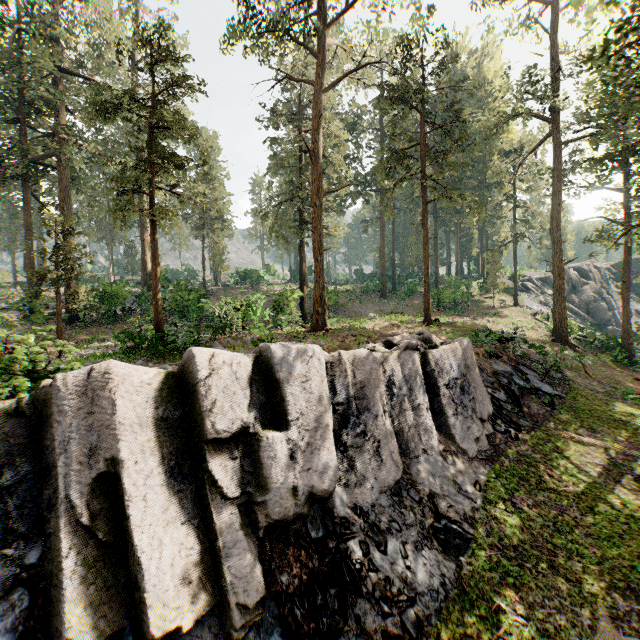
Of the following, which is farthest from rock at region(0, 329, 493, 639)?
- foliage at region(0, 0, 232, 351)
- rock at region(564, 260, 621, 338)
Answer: rock at region(564, 260, 621, 338)

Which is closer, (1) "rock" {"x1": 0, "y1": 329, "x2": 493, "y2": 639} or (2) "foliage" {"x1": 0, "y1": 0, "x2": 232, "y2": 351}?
(1) "rock" {"x1": 0, "y1": 329, "x2": 493, "y2": 639}

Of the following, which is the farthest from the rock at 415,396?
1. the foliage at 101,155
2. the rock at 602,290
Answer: the rock at 602,290

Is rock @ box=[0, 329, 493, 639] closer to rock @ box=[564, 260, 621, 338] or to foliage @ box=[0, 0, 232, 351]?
foliage @ box=[0, 0, 232, 351]

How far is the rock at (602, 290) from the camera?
42.44m

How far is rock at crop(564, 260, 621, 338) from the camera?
42.44m

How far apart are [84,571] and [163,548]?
1.0 meters

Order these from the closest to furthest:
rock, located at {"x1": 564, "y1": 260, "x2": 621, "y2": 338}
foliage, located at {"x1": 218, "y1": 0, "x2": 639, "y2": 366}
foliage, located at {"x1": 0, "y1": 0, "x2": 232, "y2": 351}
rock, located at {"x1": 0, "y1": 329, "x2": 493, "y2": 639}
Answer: rock, located at {"x1": 0, "y1": 329, "x2": 493, "y2": 639} < foliage, located at {"x1": 0, "y1": 0, "x2": 232, "y2": 351} < foliage, located at {"x1": 218, "y1": 0, "x2": 639, "y2": 366} < rock, located at {"x1": 564, "y1": 260, "x2": 621, "y2": 338}
